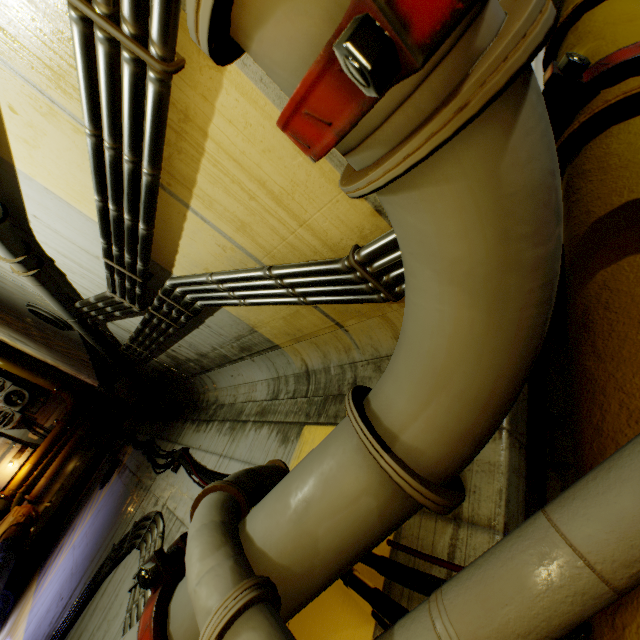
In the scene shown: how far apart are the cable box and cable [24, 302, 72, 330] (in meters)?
10.03

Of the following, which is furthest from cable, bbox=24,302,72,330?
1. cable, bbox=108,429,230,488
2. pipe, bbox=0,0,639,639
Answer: cable, bbox=108,429,230,488

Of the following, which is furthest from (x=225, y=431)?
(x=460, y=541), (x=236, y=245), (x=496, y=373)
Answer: (x=496, y=373)

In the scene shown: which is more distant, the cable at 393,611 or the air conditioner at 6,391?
the air conditioner at 6,391

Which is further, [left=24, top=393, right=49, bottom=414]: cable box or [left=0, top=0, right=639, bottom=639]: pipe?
[left=24, top=393, right=49, bottom=414]: cable box

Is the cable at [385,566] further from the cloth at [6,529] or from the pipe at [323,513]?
the cloth at [6,529]

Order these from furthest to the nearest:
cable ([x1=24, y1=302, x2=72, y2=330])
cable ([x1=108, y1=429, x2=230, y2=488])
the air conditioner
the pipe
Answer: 1. the air conditioner
2. cable ([x1=24, y1=302, x2=72, y2=330])
3. cable ([x1=108, y1=429, x2=230, y2=488])
4. the pipe

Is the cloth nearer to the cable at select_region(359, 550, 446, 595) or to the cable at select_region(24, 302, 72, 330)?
the cable at select_region(359, 550, 446, 595)
